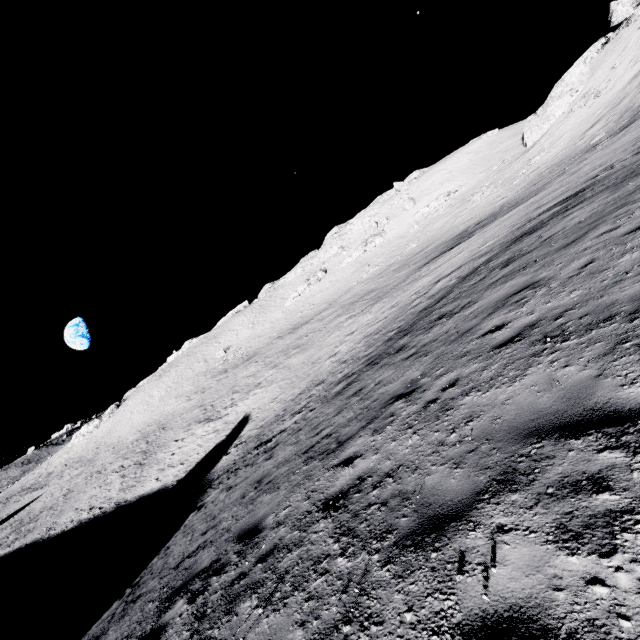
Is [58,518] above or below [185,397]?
below
